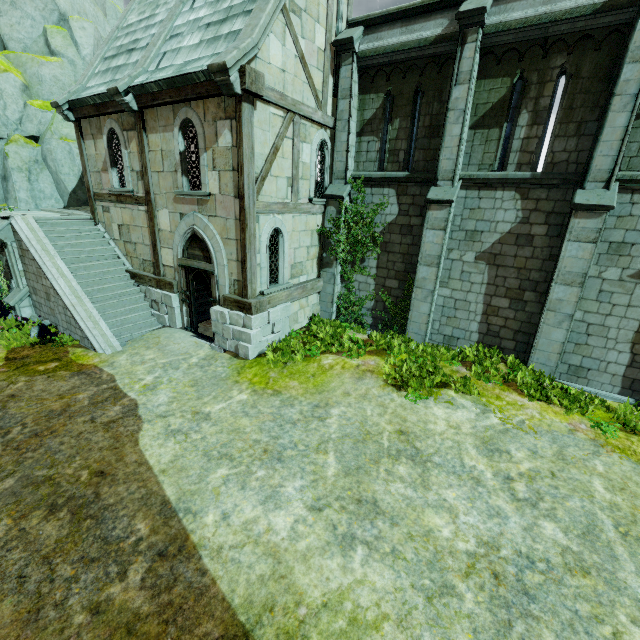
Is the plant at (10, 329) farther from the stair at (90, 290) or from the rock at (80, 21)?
the rock at (80, 21)

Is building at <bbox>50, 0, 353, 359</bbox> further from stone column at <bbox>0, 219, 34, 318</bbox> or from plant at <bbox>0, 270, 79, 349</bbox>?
plant at <bbox>0, 270, 79, 349</bbox>

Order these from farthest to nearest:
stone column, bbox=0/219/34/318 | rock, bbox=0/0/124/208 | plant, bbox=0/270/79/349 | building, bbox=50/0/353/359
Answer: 1. rock, bbox=0/0/124/208
2. stone column, bbox=0/219/34/318
3. plant, bbox=0/270/79/349
4. building, bbox=50/0/353/359

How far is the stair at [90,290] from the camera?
10.4m

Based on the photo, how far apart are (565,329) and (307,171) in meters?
9.1 m

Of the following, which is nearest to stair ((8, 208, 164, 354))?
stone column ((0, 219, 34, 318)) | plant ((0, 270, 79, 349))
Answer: stone column ((0, 219, 34, 318))

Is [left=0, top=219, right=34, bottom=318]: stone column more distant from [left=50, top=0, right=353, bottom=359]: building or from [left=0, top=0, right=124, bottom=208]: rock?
[left=0, top=0, right=124, bottom=208]: rock

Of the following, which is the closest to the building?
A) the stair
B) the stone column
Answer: the stair
